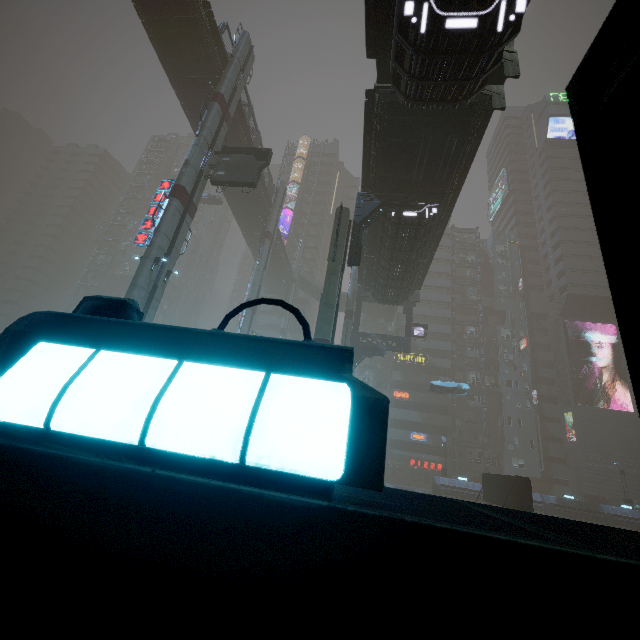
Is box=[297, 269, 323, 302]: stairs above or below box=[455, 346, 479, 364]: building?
above

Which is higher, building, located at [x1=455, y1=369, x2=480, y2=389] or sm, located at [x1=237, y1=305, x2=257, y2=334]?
building, located at [x1=455, y1=369, x2=480, y2=389]

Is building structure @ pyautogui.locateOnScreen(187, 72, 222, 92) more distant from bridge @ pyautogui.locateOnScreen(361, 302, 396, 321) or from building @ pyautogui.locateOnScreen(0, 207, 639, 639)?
bridge @ pyautogui.locateOnScreen(361, 302, 396, 321)

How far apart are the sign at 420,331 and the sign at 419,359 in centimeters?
2003cm

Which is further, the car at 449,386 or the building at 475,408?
the building at 475,408

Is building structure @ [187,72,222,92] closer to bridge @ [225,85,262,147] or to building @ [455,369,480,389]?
bridge @ [225,85,262,147]

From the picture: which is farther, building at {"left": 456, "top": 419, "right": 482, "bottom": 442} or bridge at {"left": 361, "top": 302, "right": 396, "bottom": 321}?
bridge at {"left": 361, "top": 302, "right": 396, "bottom": 321}

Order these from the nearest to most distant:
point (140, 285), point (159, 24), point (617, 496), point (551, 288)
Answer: point (140, 285) → point (159, 24) → point (617, 496) → point (551, 288)
